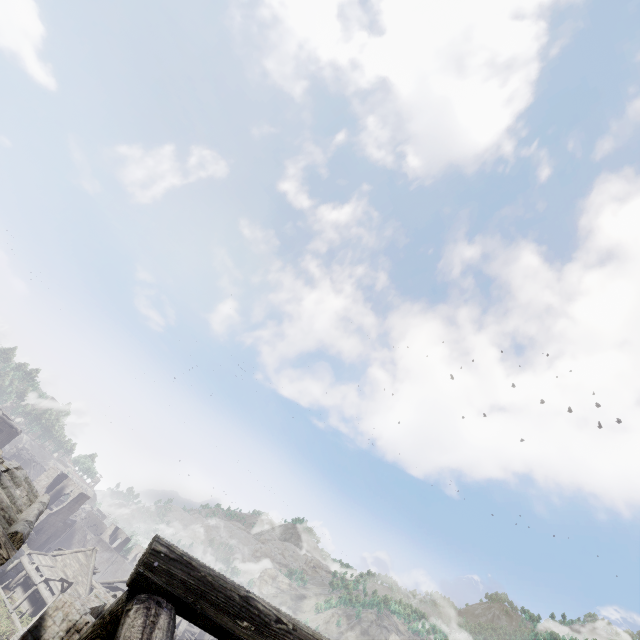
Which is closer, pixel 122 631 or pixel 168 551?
pixel 122 631

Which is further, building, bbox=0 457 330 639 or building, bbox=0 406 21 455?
building, bbox=0 406 21 455

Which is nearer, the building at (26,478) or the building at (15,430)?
the building at (26,478)
